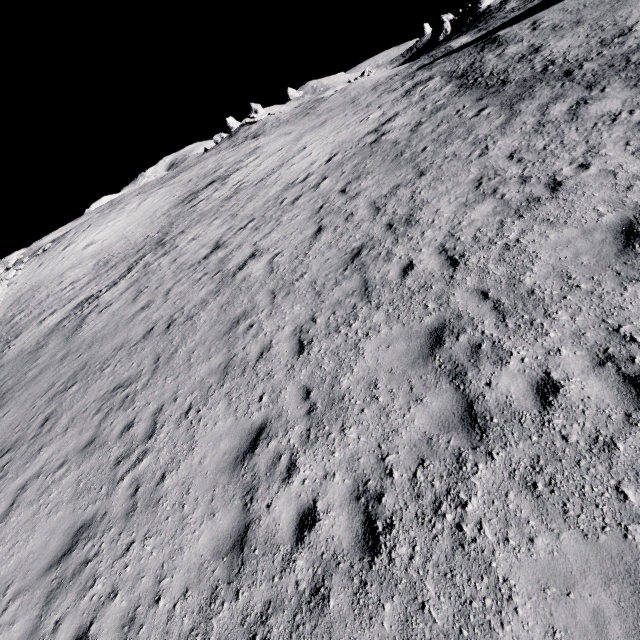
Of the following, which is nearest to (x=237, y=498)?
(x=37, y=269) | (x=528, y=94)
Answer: (x=528, y=94)

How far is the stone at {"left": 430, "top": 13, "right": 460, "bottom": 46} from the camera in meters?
55.5 m

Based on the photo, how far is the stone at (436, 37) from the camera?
55.5m
